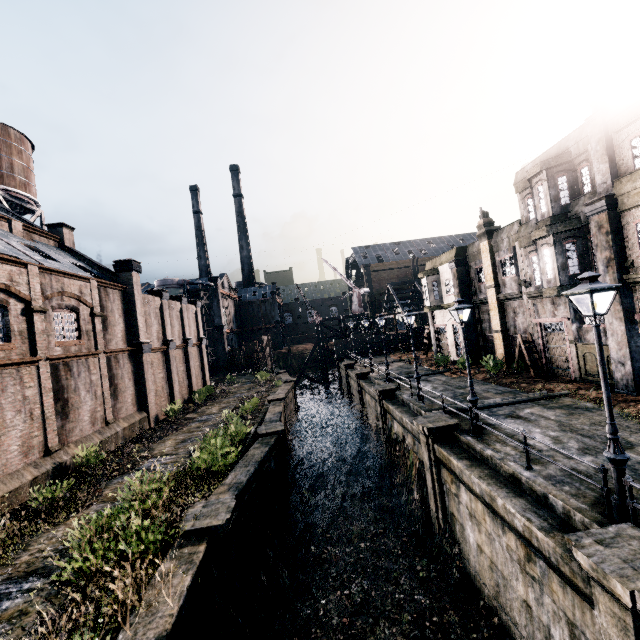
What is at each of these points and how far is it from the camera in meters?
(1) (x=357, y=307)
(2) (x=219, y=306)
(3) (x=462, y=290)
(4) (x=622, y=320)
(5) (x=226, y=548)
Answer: (1) crane, 57.7 m
(2) building, 57.3 m
(3) column, 28.7 m
(4) column, 15.2 m
(5) column, 10.0 m

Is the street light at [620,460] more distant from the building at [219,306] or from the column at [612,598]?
the building at [219,306]

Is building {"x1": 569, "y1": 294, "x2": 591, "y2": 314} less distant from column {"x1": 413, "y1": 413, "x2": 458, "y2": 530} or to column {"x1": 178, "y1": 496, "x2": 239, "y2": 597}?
column {"x1": 413, "y1": 413, "x2": 458, "y2": 530}

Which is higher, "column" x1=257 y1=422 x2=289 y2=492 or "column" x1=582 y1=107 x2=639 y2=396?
"column" x1=582 y1=107 x2=639 y2=396

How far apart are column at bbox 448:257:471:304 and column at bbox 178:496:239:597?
23.8 meters

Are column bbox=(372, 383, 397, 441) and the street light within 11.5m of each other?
no

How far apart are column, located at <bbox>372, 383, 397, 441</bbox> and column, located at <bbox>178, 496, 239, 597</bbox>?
13.6m

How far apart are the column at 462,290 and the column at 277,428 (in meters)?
18.09
